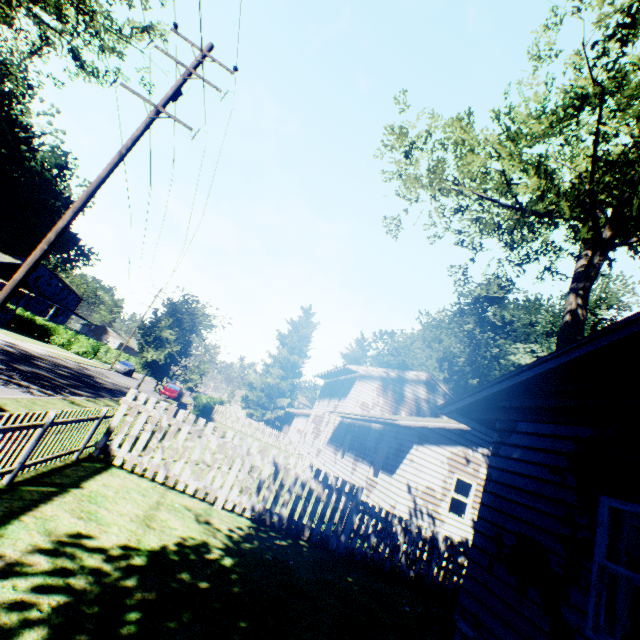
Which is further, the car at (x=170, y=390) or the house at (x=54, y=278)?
the house at (x=54, y=278)

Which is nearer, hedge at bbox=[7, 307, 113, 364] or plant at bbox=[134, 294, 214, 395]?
plant at bbox=[134, 294, 214, 395]

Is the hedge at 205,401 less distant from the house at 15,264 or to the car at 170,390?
the car at 170,390

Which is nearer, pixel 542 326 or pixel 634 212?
pixel 634 212

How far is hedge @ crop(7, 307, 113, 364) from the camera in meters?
39.8 m

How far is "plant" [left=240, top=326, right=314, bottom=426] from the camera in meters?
48.8 m

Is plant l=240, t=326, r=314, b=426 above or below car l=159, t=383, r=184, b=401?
above
